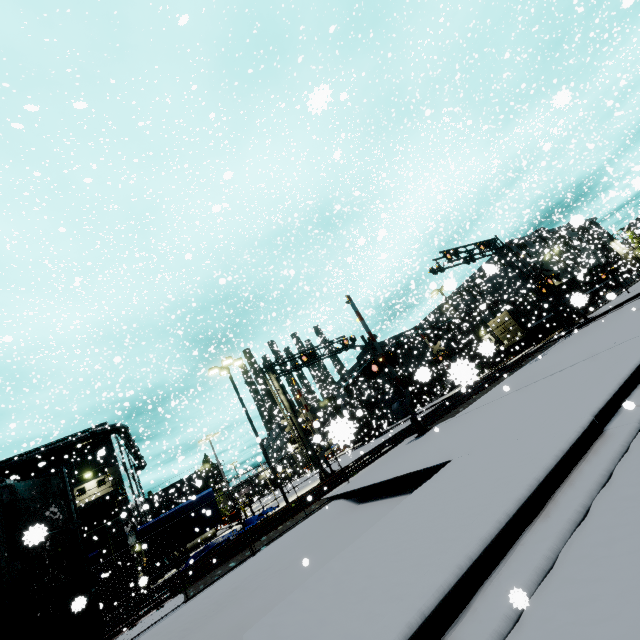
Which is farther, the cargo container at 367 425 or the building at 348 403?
the building at 348 403

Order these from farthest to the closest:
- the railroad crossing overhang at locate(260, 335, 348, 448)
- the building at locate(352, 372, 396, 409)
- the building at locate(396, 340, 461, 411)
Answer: the building at locate(352, 372, 396, 409) → the railroad crossing overhang at locate(260, 335, 348, 448) → the building at locate(396, 340, 461, 411)

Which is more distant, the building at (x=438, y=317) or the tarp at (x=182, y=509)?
the building at (x=438, y=317)

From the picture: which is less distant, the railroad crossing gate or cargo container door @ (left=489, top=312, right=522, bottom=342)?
the railroad crossing gate

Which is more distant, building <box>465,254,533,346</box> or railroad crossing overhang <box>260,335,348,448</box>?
building <box>465,254,533,346</box>

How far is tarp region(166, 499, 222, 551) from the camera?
17.0 meters

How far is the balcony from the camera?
26.4 meters

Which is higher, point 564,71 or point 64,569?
point 564,71
